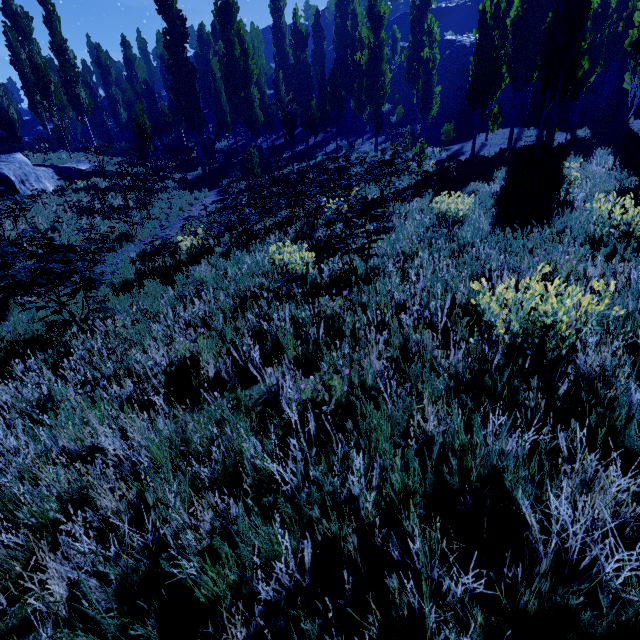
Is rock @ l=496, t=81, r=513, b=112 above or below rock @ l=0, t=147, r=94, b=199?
above

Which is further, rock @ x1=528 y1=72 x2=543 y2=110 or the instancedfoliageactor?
rock @ x1=528 y1=72 x2=543 y2=110

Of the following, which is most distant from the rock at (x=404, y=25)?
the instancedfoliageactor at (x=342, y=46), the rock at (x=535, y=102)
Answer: the rock at (x=535, y=102)

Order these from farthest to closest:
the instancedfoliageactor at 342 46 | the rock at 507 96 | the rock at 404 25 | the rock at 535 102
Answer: the rock at 404 25 < the rock at 507 96 < the rock at 535 102 < the instancedfoliageactor at 342 46

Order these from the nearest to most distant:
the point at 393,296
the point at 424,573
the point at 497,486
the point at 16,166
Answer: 1. the point at 424,573
2. the point at 497,486
3. the point at 393,296
4. the point at 16,166

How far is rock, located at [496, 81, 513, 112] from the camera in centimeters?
2998cm

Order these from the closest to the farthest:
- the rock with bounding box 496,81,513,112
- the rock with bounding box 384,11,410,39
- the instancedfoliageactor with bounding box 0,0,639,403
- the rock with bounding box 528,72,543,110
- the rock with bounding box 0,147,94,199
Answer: the instancedfoliageactor with bounding box 0,0,639,403
the rock with bounding box 0,147,94,199
the rock with bounding box 528,72,543,110
the rock with bounding box 496,81,513,112
the rock with bounding box 384,11,410,39

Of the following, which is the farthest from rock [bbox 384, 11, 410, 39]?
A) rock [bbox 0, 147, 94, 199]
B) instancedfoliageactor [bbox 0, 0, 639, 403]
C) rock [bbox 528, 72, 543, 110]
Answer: rock [bbox 0, 147, 94, 199]
